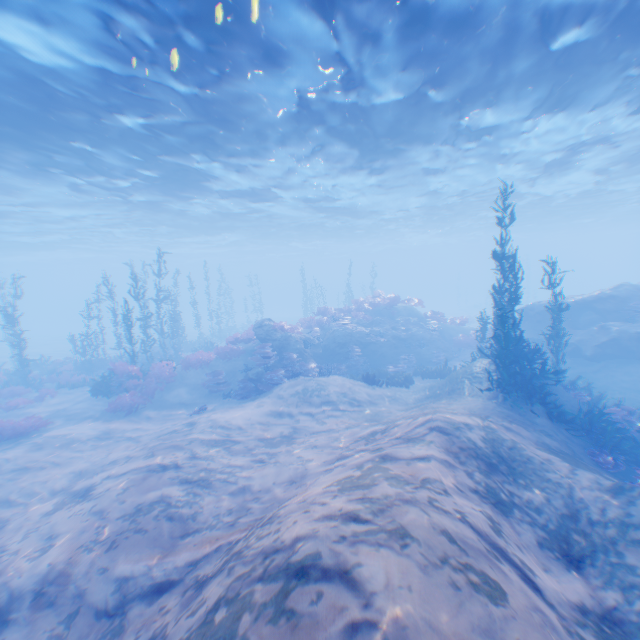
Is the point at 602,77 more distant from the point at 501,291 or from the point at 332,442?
the point at 332,442

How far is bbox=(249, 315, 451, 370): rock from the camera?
18.62m

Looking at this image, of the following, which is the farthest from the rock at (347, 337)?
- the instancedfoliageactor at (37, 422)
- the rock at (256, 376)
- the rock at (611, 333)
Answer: the instancedfoliageactor at (37, 422)

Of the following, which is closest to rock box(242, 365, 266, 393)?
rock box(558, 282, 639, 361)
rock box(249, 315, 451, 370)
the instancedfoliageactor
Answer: rock box(249, 315, 451, 370)

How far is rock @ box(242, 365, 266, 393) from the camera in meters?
15.9 m

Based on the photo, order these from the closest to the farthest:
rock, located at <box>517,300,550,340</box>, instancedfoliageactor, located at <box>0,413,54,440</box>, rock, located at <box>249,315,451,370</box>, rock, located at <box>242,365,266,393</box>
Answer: instancedfoliageactor, located at <box>0,413,54,440</box>, rock, located at <box>242,365,266,393</box>, rock, located at <box>249,315,451,370</box>, rock, located at <box>517,300,550,340</box>

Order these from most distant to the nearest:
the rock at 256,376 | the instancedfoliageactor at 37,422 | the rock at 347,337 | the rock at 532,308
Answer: the rock at 532,308, the rock at 347,337, the rock at 256,376, the instancedfoliageactor at 37,422

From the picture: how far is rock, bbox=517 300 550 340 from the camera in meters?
20.0
